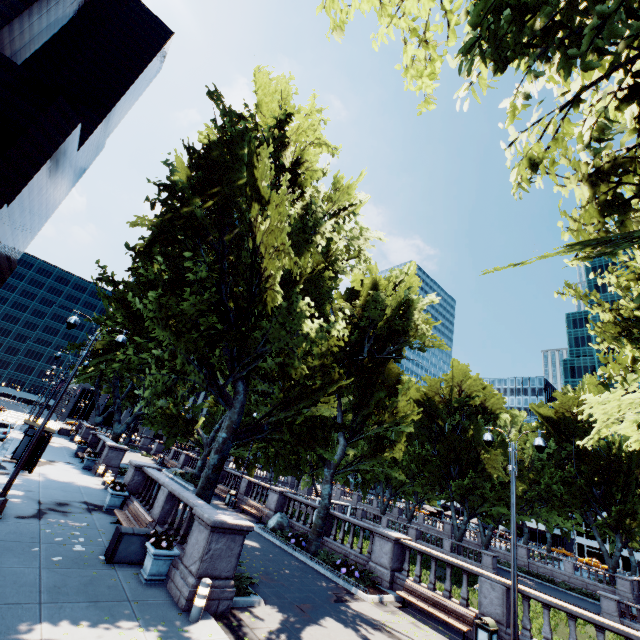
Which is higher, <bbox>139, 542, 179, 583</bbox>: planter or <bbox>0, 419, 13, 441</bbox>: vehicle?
<bbox>0, 419, 13, 441</bbox>: vehicle

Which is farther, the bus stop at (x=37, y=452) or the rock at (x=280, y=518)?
the rock at (x=280, y=518)

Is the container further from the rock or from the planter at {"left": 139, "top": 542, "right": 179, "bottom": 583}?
the rock

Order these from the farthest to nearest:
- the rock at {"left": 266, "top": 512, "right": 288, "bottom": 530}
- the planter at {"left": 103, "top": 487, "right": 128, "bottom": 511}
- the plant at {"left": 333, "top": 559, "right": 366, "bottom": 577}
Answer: the rock at {"left": 266, "top": 512, "right": 288, "bottom": 530} → the planter at {"left": 103, "top": 487, "right": 128, "bottom": 511} → the plant at {"left": 333, "top": 559, "right": 366, "bottom": 577}

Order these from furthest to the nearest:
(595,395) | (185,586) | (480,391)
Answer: (480,391)
(595,395)
(185,586)

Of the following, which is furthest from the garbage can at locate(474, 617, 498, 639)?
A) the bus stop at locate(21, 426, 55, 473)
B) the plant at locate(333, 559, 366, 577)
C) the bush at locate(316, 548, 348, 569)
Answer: the bus stop at locate(21, 426, 55, 473)

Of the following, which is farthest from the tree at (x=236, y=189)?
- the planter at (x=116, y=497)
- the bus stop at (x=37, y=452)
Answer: the bus stop at (x=37, y=452)

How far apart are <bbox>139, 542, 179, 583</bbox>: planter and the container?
0.66m
